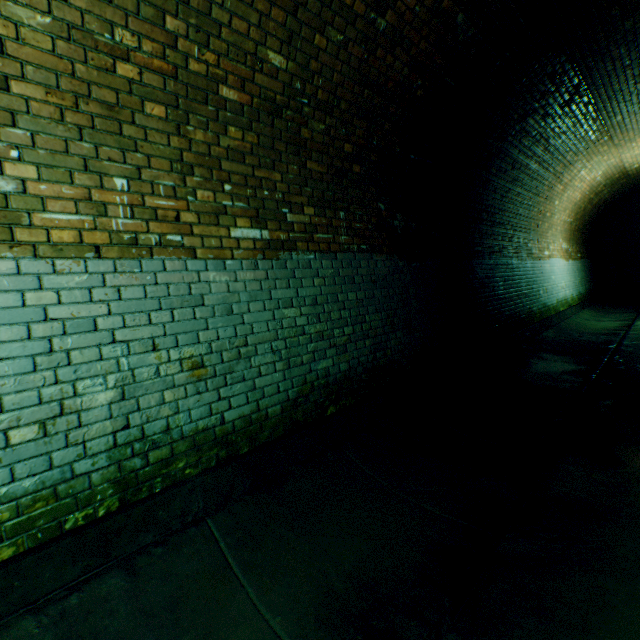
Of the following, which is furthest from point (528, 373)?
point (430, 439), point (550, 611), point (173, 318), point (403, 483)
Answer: point (173, 318)
